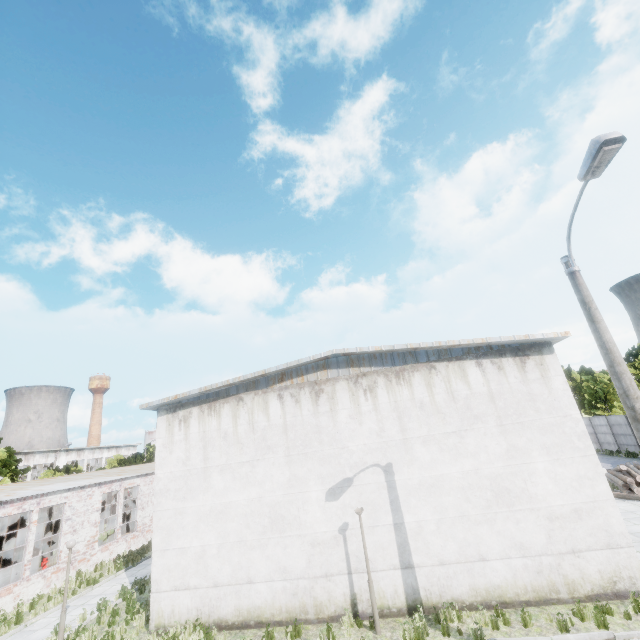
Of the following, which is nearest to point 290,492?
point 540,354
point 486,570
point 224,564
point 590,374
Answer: point 224,564

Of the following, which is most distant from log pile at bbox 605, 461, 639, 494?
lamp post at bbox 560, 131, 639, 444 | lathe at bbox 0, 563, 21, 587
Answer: lathe at bbox 0, 563, 21, 587

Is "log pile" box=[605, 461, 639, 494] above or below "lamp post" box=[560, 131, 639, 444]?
below

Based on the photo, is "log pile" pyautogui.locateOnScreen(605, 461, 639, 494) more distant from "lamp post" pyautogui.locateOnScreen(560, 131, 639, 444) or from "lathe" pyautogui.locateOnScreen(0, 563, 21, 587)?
"lathe" pyautogui.locateOnScreen(0, 563, 21, 587)

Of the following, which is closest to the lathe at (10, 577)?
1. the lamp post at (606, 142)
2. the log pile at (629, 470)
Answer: the lamp post at (606, 142)

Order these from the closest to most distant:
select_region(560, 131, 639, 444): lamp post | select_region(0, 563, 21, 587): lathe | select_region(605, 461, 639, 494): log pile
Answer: select_region(560, 131, 639, 444): lamp post
select_region(0, 563, 21, 587): lathe
select_region(605, 461, 639, 494): log pile

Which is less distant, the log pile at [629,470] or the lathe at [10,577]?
the lathe at [10,577]
